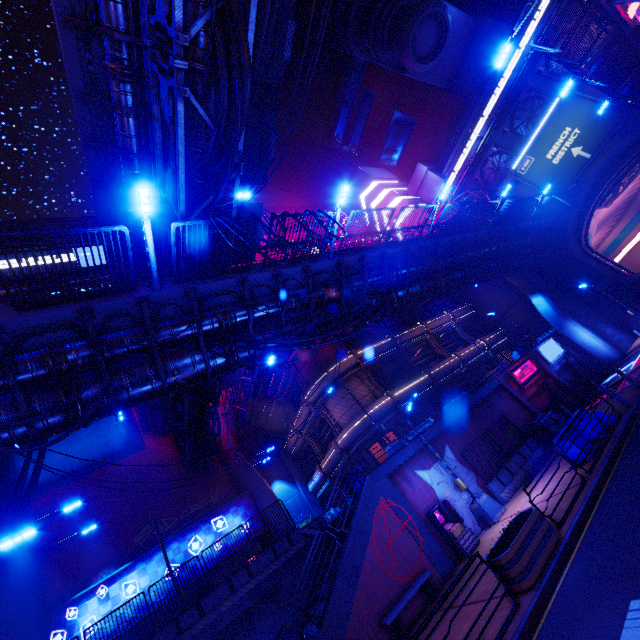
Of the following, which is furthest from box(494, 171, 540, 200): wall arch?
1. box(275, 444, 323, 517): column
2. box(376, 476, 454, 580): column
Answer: box(275, 444, 323, 517): column

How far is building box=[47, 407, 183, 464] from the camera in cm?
2461

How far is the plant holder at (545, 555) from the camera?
7.80m

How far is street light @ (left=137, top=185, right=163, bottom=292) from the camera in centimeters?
861cm

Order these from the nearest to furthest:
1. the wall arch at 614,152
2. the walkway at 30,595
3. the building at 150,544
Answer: the walkway at 30,595 < the building at 150,544 < the wall arch at 614,152

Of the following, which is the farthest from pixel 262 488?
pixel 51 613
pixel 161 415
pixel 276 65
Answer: pixel 276 65

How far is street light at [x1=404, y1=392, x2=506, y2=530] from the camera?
14.16m

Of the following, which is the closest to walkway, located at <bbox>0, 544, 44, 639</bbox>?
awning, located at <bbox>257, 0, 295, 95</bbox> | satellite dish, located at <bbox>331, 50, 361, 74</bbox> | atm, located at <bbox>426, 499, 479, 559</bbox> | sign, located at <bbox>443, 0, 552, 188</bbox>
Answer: awning, located at <bbox>257, 0, 295, 95</bbox>
